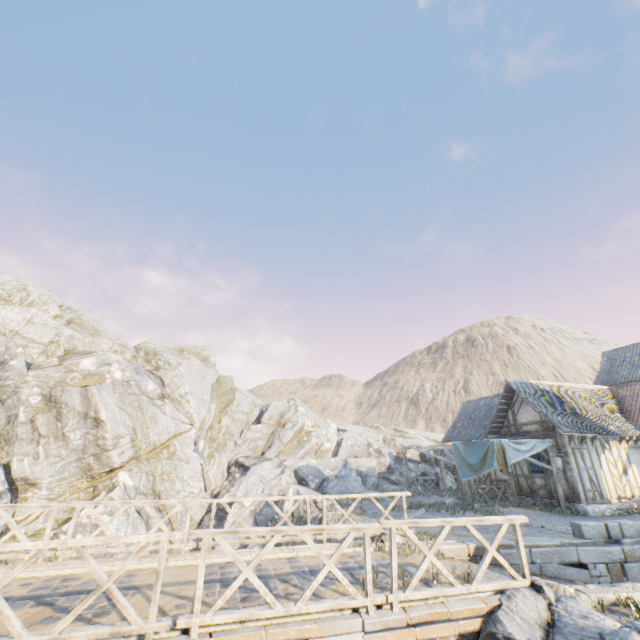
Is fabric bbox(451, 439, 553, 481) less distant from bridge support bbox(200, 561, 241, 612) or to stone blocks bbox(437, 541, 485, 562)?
stone blocks bbox(437, 541, 485, 562)

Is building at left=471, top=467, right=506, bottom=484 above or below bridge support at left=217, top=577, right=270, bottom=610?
above

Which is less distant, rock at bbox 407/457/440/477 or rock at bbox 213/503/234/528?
rock at bbox 213/503/234/528

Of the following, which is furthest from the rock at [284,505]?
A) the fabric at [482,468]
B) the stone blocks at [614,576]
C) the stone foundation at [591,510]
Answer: the fabric at [482,468]

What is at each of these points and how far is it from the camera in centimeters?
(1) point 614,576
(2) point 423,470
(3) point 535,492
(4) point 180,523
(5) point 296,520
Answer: (1) stone blocks, 887cm
(2) rock, 2592cm
(3) building, 1658cm
(4) rock, 1877cm
(5) rock, 1577cm

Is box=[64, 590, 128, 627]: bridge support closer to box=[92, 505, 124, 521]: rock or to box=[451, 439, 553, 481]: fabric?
box=[92, 505, 124, 521]: rock

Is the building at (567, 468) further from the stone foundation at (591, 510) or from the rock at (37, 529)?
the rock at (37, 529)

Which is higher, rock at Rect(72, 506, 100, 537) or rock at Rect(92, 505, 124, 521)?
rock at Rect(92, 505, 124, 521)
